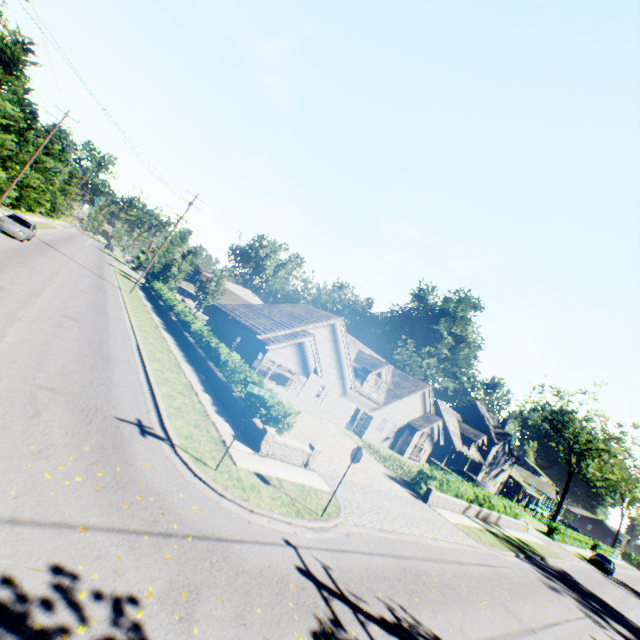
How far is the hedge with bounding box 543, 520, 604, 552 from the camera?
38.3m

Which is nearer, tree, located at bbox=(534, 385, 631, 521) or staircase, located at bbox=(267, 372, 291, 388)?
staircase, located at bbox=(267, 372, 291, 388)

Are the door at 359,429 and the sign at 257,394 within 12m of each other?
no

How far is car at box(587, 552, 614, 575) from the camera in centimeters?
3619cm

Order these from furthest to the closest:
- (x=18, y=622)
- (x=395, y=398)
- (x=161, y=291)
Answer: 1. (x=161, y=291)
2. (x=395, y=398)
3. (x=18, y=622)

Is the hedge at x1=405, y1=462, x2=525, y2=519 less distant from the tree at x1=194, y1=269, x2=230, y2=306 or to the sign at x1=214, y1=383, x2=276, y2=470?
the tree at x1=194, y1=269, x2=230, y2=306

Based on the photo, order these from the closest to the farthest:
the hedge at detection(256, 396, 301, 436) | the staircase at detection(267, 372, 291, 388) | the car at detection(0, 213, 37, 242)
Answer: the hedge at detection(256, 396, 301, 436) → the car at detection(0, 213, 37, 242) → the staircase at detection(267, 372, 291, 388)

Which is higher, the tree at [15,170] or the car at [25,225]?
the tree at [15,170]
